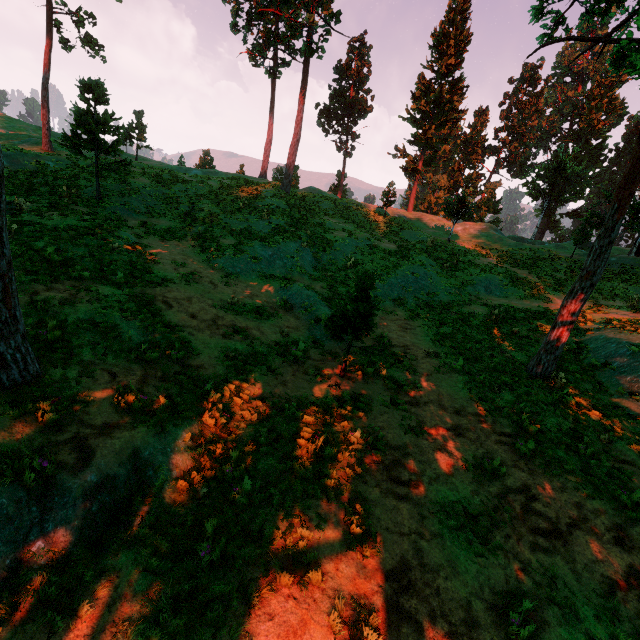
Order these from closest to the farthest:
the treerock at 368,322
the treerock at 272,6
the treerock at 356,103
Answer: the treerock at 368,322
the treerock at 272,6
the treerock at 356,103

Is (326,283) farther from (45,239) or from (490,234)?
(490,234)

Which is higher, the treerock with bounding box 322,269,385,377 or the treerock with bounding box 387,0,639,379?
the treerock with bounding box 387,0,639,379

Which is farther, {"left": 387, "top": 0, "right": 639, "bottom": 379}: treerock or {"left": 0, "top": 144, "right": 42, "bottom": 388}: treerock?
{"left": 387, "top": 0, "right": 639, "bottom": 379}: treerock

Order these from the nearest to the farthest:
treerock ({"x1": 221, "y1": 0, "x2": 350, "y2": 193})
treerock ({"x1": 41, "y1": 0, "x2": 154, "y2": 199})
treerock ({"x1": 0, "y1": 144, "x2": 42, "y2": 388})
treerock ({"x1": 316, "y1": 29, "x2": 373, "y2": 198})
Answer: treerock ({"x1": 0, "y1": 144, "x2": 42, "y2": 388}) → treerock ({"x1": 41, "y1": 0, "x2": 154, "y2": 199}) → treerock ({"x1": 221, "y1": 0, "x2": 350, "y2": 193}) → treerock ({"x1": 316, "y1": 29, "x2": 373, "y2": 198})

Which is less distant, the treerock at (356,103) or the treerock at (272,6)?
the treerock at (272,6)
